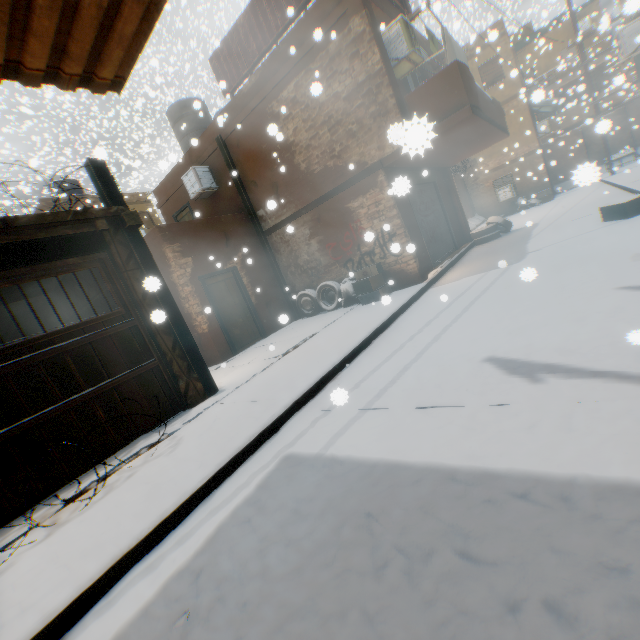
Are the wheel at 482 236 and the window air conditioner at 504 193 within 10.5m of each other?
yes

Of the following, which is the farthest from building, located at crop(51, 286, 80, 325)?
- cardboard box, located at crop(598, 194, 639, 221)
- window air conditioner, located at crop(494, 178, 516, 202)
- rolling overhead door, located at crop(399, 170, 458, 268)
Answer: cardboard box, located at crop(598, 194, 639, 221)

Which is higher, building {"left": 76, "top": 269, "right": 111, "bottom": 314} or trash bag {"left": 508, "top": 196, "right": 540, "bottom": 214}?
building {"left": 76, "top": 269, "right": 111, "bottom": 314}

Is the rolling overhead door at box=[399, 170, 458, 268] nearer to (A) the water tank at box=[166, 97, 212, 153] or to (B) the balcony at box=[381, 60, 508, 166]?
(B) the balcony at box=[381, 60, 508, 166]

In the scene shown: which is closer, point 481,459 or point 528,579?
point 528,579

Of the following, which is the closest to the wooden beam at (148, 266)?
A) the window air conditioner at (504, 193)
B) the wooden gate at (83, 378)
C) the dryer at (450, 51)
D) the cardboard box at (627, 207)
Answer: the wooden gate at (83, 378)

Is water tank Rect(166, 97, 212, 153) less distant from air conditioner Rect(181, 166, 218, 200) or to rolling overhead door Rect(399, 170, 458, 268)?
air conditioner Rect(181, 166, 218, 200)

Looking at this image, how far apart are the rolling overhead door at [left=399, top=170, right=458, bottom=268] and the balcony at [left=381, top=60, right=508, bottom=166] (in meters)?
0.02
